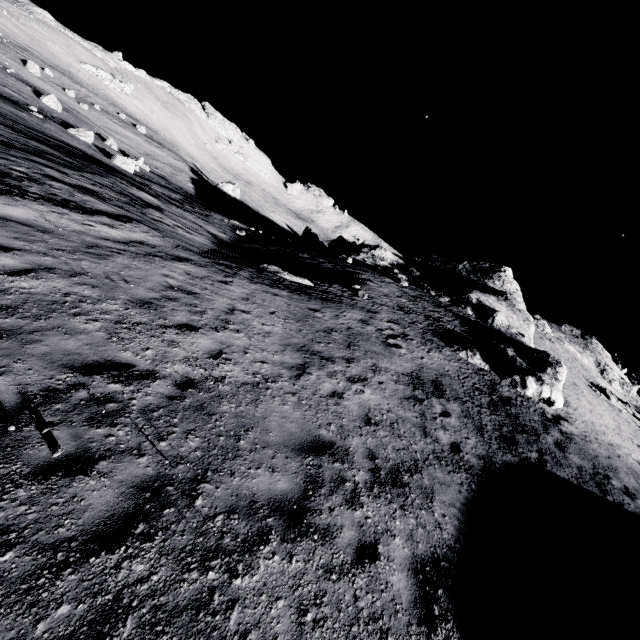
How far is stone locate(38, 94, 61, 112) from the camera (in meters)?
33.09

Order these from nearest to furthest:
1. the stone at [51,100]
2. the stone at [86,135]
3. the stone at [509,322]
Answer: the stone at [509,322] → the stone at [86,135] → the stone at [51,100]

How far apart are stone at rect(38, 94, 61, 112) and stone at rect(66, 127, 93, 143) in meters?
10.6 m

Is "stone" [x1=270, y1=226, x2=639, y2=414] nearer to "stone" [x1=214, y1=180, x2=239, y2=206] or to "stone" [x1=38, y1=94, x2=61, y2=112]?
"stone" [x1=214, y1=180, x2=239, y2=206]

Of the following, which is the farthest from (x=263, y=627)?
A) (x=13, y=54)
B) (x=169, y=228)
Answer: (x=13, y=54)

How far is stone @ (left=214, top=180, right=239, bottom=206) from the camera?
56.41m

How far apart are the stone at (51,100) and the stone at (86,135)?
10.6 meters

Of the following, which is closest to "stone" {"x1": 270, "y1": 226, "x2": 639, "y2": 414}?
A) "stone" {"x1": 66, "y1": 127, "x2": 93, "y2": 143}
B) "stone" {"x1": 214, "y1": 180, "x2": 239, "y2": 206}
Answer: "stone" {"x1": 214, "y1": 180, "x2": 239, "y2": 206}
